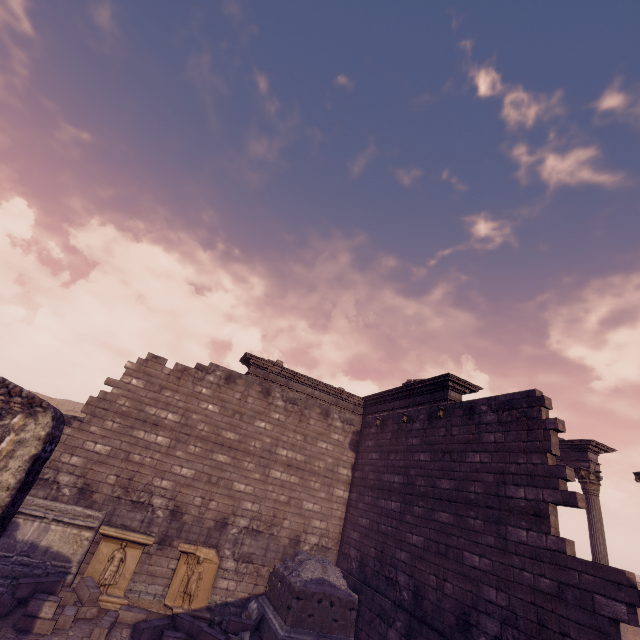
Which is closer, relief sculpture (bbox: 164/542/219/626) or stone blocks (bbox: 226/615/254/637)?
stone blocks (bbox: 226/615/254/637)

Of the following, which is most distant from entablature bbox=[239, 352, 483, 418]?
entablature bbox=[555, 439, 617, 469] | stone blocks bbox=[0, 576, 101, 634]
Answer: stone blocks bbox=[0, 576, 101, 634]

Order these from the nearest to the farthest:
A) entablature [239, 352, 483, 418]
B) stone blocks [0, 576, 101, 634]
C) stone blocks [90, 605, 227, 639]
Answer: stone blocks [0, 576, 101, 634]
stone blocks [90, 605, 227, 639]
entablature [239, 352, 483, 418]

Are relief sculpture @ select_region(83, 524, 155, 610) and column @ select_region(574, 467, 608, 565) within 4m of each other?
no

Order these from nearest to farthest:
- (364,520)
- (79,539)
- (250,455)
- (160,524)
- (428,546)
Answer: (428,546) < (79,539) < (160,524) < (364,520) < (250,455)

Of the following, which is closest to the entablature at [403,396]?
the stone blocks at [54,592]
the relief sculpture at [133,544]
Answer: the relief sculpture at [133,544]

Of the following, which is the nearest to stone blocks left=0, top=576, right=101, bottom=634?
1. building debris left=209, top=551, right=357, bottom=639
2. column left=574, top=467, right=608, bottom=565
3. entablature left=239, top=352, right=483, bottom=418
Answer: building debris left=209, top=551, right=357, bottom=639

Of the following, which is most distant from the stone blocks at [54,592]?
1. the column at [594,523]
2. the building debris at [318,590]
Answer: the column at [594,523]
